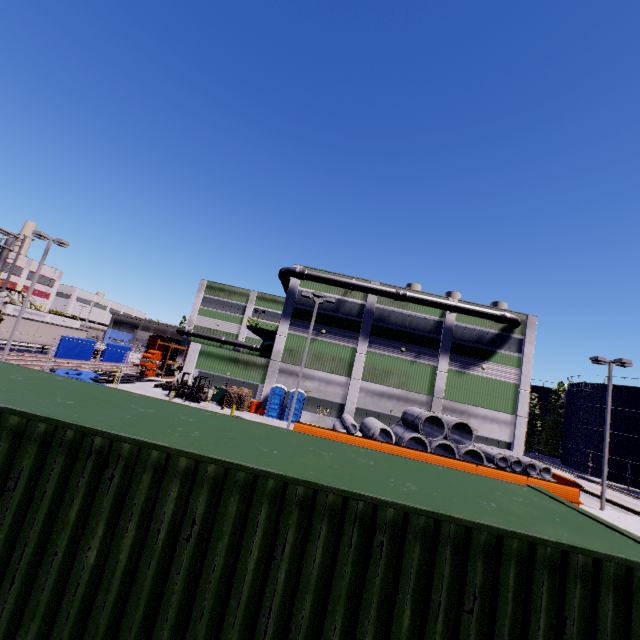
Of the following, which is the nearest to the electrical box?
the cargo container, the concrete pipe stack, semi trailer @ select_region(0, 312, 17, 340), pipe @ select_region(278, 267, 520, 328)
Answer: pipe @ select_region(278, 267, 520, 328)

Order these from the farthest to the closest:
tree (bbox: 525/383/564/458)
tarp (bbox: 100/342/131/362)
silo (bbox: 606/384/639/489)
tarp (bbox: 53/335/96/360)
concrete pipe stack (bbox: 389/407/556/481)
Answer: tree (bbox: 525/383/564/458) → silo (bbox: 606/384/639/489) → tarp (bbox: 100/342/131/362) → tarp (bbox: 53/335/96/360) → concrete pipe stack (bbox: 389/407/556/481)

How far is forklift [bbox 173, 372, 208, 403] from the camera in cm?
2734

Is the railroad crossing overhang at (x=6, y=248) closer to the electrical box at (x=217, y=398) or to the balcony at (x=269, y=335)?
the electrical box at (x=217, y=398)

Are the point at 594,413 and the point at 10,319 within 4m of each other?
no

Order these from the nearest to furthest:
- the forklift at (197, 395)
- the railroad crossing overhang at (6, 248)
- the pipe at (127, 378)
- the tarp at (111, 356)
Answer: the railroad crossing overhang at (6, 248) → the forklift at (197, 395) → the pipe at (127, 378) → the tarp at (111, 356)

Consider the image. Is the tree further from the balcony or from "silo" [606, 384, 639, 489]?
the balcony

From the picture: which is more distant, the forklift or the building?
the building
